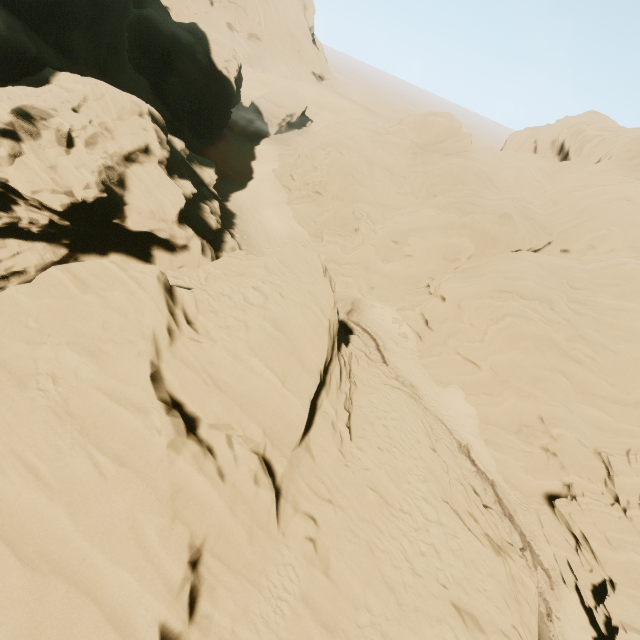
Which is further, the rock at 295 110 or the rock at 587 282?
the rock at 295 110

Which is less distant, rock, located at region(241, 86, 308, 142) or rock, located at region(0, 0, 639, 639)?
rock, located at region(0, 0, 639, 639)

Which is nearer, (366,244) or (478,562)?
(478,562)

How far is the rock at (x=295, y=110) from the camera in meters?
56.2

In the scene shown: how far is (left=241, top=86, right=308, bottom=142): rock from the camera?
56.2m
